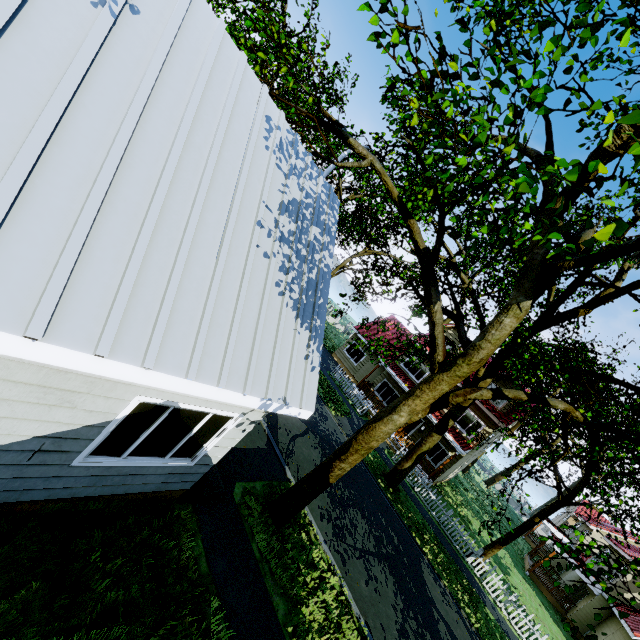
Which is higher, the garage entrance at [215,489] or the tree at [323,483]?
the tree at [323,483]

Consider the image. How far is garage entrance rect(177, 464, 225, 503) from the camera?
6.5m

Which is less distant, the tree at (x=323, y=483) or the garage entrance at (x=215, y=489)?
the tree at (x=323, y=483)

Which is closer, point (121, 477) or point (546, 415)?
point (121, 477)

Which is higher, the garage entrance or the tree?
the tree

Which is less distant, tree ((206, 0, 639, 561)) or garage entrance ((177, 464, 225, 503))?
tree ((206, 0, 639, 561))
